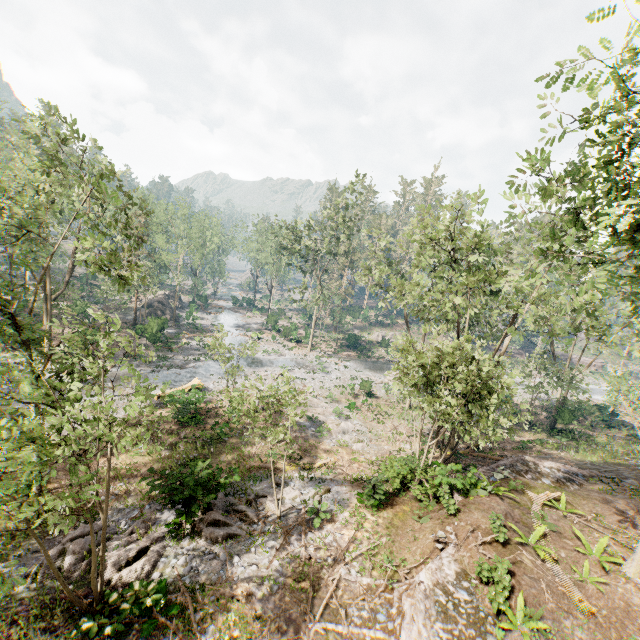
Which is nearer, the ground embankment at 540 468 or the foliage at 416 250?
the foliage at 416 250

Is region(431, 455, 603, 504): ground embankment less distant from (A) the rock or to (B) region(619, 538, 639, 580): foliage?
(B) region(619, 538, 639, 580): foliage

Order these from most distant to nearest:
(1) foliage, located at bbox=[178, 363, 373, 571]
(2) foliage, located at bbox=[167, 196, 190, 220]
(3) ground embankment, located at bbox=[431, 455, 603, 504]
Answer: (2) foliage, located at bbox=[167, 196, 190, 220]
(3) ground embankment, located at bbox=[431, 455, 603, 504]
(1) foliage, located at bbox=[178, 363, 373, 571]

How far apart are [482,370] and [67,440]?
17.27m

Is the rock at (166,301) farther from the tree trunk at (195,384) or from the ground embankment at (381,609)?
the ground embankment at (381,609)

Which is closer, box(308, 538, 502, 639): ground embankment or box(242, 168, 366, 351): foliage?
box(308, 538, 502, 639): ground embankment

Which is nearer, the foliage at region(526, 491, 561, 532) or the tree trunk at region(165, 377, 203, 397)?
the foliage at region(526, 491, 561, 532)

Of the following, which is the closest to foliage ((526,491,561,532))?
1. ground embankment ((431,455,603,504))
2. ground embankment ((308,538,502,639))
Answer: ground embankment ((431,455,603,504))
